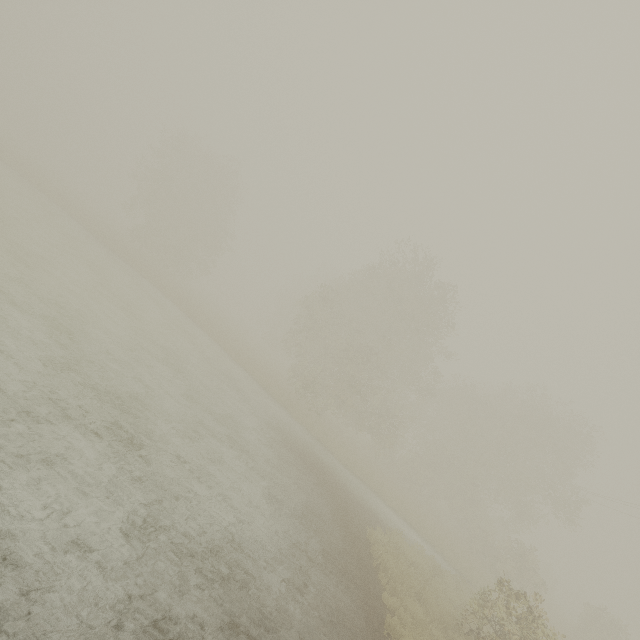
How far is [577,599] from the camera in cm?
4975
